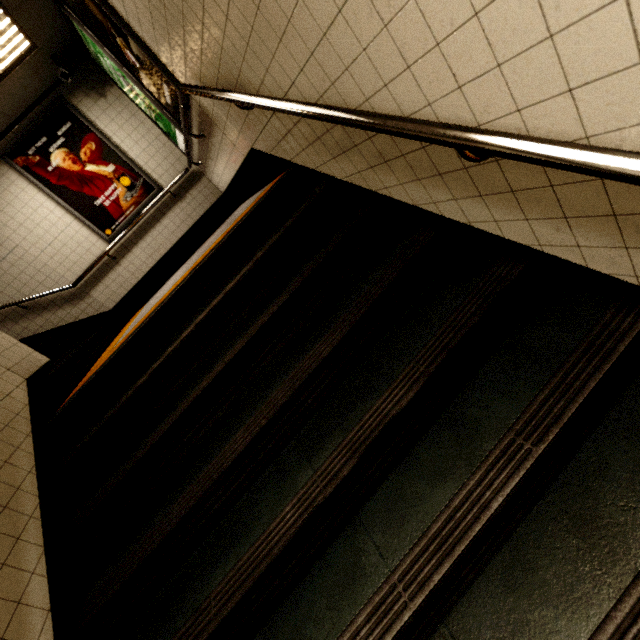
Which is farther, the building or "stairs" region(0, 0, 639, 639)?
the building

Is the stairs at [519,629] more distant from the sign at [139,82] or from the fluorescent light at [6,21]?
the fluorescent light at [6,21]

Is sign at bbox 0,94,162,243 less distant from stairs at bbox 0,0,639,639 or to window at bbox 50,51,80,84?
window at bbox 50,51,80,84

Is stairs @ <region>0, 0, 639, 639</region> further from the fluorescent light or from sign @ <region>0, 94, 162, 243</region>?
sign @ <region>0, 94, 162, 243</region>

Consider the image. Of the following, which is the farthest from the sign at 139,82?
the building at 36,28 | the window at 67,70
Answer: the window at 67,70

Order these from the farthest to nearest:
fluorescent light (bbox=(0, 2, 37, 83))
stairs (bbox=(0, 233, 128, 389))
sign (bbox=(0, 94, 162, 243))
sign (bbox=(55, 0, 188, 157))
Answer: sign (bbox=(0, 94, 162, 243)) < stairs (bbox=(0, 233, 128, 389)) < fluorescent light (bbox=(0, 2, 37, 83)) < sign (bbox=(55, 0, 188, 157))

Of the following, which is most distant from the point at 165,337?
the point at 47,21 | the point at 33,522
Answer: the point at 47,21

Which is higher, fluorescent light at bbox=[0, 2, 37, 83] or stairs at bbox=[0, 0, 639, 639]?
fluorescent light at bbox=[0, 2, 37, 83]
